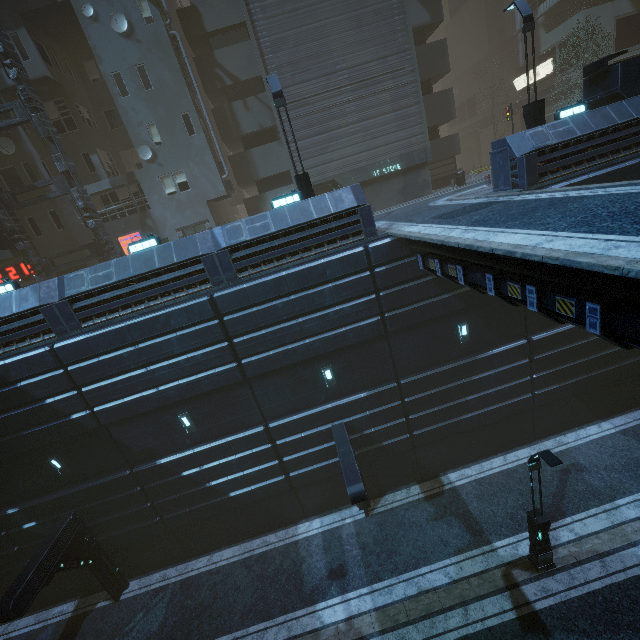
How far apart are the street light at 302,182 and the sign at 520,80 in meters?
32.6

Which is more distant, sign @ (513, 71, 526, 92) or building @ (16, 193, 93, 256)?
sign @ (513, 71, 526, 92)

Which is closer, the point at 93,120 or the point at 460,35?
the point at 93,120

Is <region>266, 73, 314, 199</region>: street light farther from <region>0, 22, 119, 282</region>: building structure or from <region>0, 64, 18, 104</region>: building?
<region>0, 22, 119, 282</region>: building structure

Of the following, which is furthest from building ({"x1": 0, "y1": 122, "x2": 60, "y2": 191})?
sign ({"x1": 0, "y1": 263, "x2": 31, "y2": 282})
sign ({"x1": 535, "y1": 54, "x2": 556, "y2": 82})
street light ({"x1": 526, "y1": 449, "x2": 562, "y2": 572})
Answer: street light ({"x1": 526, "y1": 449, "x2": 562, "y2": 572})

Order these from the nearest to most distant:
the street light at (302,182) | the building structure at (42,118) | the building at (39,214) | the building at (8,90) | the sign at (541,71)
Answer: the street light at (302,182)
the building structure at (42,118)
the building at (8,90)
the building at (39,214)
the sign at (541,71)

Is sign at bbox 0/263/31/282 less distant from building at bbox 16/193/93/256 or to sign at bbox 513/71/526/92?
building at bbox 16/193/93/256

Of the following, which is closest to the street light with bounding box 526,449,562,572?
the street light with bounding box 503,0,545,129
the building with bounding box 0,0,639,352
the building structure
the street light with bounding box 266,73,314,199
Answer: the building with bounding box 0,0,639,352
